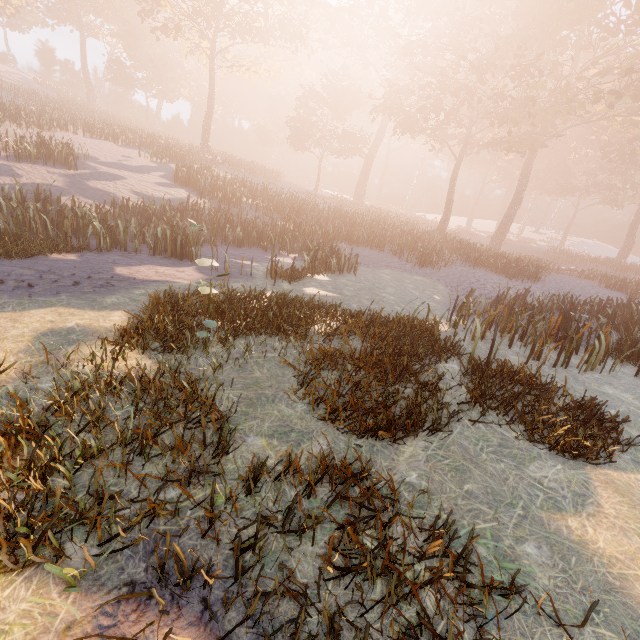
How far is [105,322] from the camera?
6.3m
